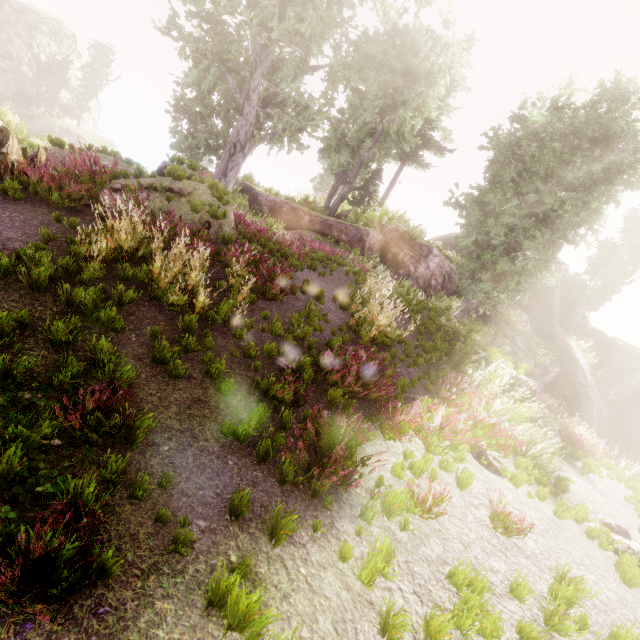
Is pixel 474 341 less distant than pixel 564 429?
Yes

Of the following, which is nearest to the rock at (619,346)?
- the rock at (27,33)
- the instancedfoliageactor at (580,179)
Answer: the instancedfoliageactor at (580,179)

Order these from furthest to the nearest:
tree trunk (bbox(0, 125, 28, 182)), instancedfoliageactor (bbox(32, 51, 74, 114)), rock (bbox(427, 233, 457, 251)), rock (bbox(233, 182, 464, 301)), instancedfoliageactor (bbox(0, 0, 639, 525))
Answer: instancedfoliageactor (bbox(32, 51, 74, 114))
rock (bbox(427, 233, 457, 251))
rock (bbox(233, 182, 464, 301))
tree trunk (bbox(0, 125, 28, 182))
instancedfoliageactor (bbox(0, 0, 639, 525))

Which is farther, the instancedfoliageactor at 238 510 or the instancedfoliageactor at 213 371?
the instancedfoliageactor at 213 371

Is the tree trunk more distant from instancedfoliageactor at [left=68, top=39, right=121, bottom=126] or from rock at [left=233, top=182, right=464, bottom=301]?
instancedfoliageactor at [left=68, top=39, right=121, bottom=126]

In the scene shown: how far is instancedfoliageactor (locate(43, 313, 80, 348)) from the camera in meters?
4.1
